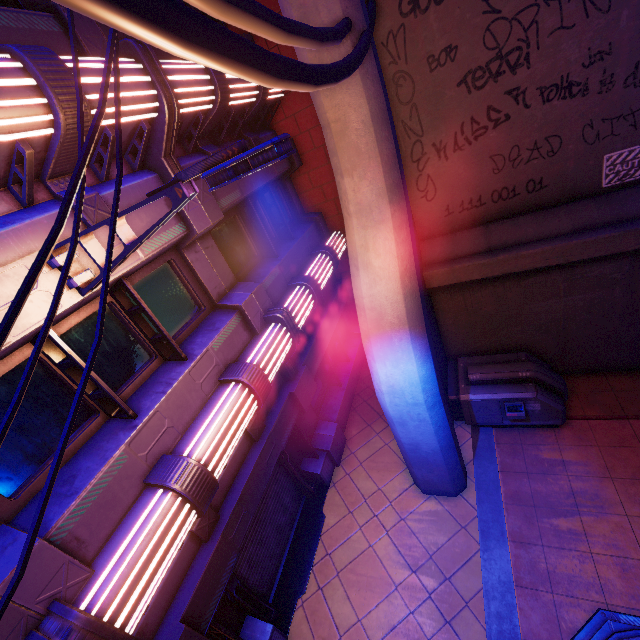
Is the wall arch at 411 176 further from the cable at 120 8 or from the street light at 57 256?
the street light at 57 256

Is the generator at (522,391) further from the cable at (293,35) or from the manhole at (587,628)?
the cable at (293,35)

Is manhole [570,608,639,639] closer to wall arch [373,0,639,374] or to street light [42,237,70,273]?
wall arch [373,0,639,374]

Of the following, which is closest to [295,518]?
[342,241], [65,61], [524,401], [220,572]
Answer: [220,572]

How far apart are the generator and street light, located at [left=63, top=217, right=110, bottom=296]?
7.0m

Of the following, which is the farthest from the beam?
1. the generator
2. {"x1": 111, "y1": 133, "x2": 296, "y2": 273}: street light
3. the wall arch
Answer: {"x1": 111, "y1": 133, "x2": 296, "y2": 273}: street light

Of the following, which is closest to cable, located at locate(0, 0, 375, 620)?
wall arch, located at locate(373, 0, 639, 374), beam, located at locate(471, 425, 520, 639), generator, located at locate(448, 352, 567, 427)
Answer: wall arch, located at locate(373, 0, 639, 374)

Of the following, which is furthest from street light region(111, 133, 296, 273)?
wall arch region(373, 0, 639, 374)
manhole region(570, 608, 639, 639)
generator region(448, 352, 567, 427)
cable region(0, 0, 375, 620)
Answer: manhole region(570, 608, 639, 639)
